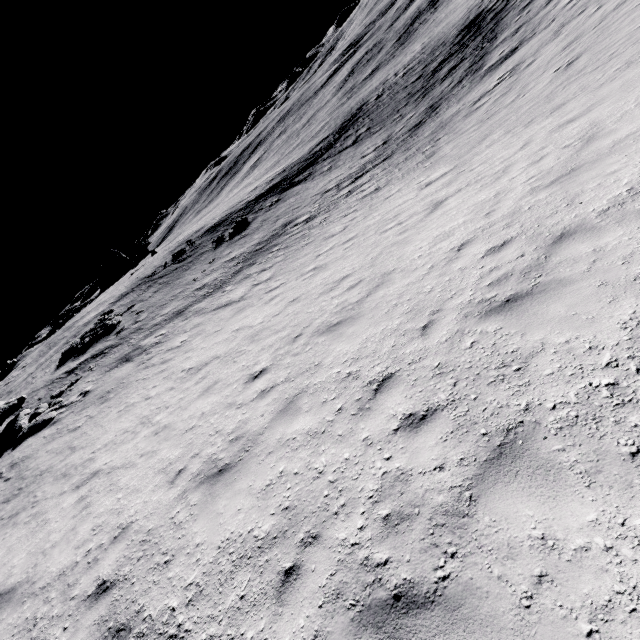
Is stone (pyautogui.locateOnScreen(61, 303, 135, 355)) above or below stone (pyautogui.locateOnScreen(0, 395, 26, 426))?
below

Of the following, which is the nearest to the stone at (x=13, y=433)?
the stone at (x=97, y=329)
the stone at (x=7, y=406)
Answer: the stone at (x=7, y=406)

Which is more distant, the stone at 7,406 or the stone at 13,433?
the stone at 7,406

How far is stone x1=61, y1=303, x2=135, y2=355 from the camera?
24.7 meters

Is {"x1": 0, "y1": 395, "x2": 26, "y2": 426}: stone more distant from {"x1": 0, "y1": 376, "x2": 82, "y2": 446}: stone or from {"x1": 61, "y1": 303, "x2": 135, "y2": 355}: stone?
{"x1": 61, "y1": 303, "x2": 135, "y2": 355}: stone

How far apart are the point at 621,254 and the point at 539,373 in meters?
2.3 m

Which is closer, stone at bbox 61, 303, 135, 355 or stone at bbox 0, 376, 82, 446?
stone at bbox 0, 376, 82, 446

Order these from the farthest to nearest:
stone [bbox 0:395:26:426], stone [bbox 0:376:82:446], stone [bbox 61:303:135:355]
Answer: stone [bbox 61:303:135:355] < stone [bbox 0:395:26:426] < stone [bbox 0:376:82:446]
